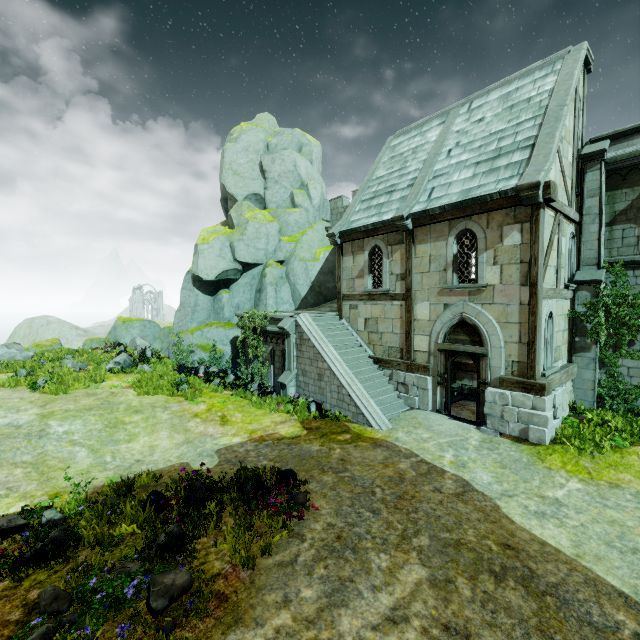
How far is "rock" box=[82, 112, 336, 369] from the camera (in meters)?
20.12

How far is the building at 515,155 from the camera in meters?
9.6 m

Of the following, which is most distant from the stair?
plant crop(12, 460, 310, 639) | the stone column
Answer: plant crop(12, 460, 310, 639)

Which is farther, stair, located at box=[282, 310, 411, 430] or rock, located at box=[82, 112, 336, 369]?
rock, located at box=[82, 112, 336, 369]

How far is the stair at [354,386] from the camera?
11.7 meters

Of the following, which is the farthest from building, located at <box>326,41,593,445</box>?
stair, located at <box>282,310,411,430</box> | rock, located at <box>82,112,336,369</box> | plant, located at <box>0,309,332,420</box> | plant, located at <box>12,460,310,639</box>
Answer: plant, located at <box>0,309,332,420</box>

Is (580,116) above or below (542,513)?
above

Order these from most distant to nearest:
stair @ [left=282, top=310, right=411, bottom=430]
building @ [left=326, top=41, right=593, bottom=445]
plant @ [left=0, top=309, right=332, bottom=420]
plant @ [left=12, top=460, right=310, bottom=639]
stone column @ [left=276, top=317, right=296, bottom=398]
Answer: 1. stone column @ [left=276, top=317, right=296, bottom=398]
2. plant @ [left=0, top=309, right=332, bottom=420]
3. stair @ [left=282, top=310, right=411, bottom=430]
4. building @ [left=326, top=41, right=593, bottom=445]
5. plant @ [left=12, top=460, right=310, bottom=639]
